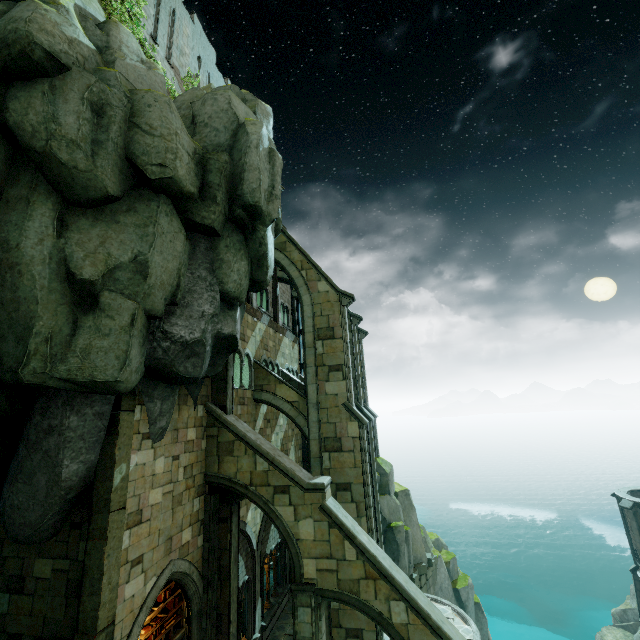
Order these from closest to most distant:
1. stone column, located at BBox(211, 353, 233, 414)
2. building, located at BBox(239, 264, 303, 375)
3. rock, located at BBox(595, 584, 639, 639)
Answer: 1. stone column, located at BBox(211, 353, 233, 414)
2. building, located at BBox(239, 264, 303, 375)
3. rock, located at BBox(595, 584, 639, 639)

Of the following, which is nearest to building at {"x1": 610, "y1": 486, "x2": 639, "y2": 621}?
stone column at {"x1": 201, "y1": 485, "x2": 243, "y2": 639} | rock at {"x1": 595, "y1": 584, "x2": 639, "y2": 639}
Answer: rock at {"x1": 595, "y1": 584, "x2": 639, "y2": 639}

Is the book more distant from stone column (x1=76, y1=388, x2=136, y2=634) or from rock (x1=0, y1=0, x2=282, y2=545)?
stone column (x1=76, y1=388, x2=136, y2=634)

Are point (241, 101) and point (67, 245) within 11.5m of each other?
yes

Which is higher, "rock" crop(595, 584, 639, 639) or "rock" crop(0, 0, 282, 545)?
"rock" crop(0, 0, 282, 545)

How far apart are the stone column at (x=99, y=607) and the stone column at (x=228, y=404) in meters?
3.7 m

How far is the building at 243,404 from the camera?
15.3 meters

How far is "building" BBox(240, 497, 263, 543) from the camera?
14.1m
